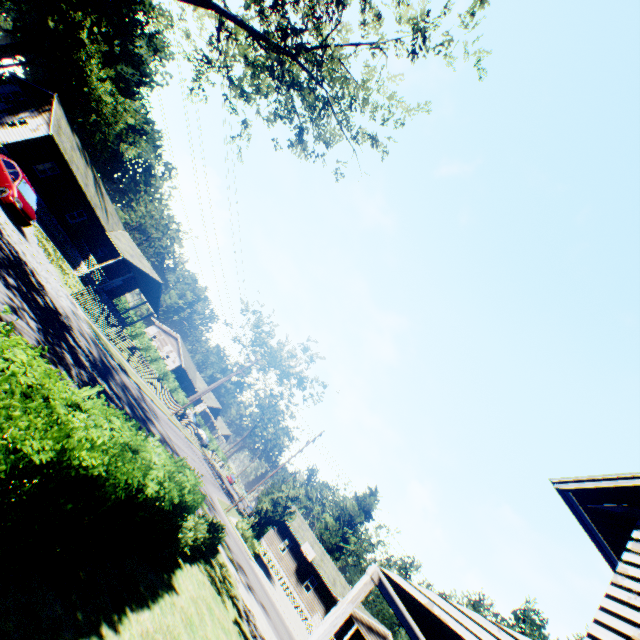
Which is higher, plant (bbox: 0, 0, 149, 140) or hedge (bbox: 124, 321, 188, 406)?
plant (bbox: 0, 0, 149, 140)

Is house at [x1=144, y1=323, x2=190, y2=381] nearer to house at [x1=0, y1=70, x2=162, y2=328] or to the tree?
house at [x1=0, y1=70, x2=162, y2=328]

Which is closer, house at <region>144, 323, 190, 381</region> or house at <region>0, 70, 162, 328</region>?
house at <region>0, 70, 162, 328</region>

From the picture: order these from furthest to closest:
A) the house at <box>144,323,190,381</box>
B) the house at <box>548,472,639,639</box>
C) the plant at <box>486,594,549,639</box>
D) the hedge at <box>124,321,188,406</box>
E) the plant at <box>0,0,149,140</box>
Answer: the house at <box>144,323,190,381</box>
the plant at <box>0,0,149,140</box>
the hedge at <box>124,321,188,406</box>
the plant at <box>486,594,549,639</box>
the house at <box>548,472,639,639</box>

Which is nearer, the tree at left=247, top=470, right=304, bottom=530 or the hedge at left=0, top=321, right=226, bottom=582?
the hedge at left=0, top=321, right=226, bottom=582

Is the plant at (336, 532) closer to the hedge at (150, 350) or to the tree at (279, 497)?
the tree at (279, 497)

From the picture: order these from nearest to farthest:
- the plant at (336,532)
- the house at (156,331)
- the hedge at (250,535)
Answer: the hedge at (250,535)
the plant at (336,532)
the house at (156,331)

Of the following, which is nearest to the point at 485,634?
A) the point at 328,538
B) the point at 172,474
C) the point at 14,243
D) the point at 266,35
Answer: the point at 172,474
